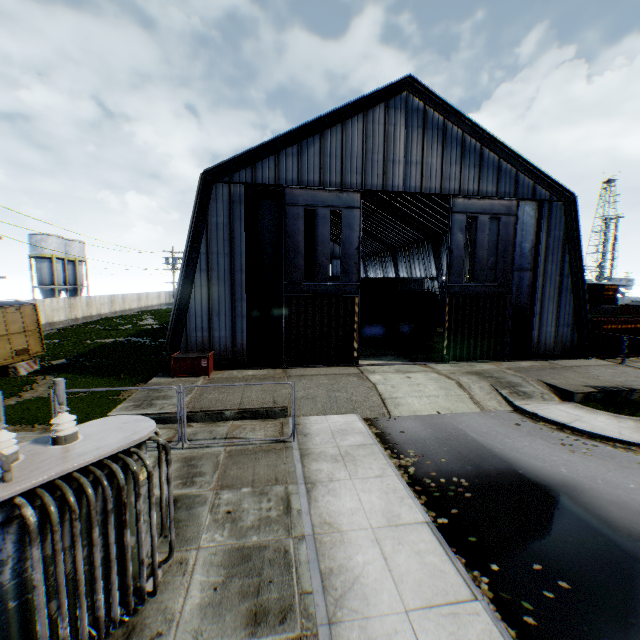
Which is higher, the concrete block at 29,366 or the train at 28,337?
the train at 28,337

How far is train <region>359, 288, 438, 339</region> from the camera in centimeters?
2402cm

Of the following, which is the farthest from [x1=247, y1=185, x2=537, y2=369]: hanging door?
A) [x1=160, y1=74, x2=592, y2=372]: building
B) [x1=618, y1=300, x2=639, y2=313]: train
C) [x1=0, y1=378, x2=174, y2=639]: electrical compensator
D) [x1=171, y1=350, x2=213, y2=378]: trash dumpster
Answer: [x1=618, y1=300, x2=639, y2=313]: train

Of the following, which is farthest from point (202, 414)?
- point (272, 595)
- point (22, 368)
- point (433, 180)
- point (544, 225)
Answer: point (544, 225)

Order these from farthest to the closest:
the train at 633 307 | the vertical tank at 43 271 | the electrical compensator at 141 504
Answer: the vertical tank at 43 271
the train at 633 307
the electrical compensator at 141 504

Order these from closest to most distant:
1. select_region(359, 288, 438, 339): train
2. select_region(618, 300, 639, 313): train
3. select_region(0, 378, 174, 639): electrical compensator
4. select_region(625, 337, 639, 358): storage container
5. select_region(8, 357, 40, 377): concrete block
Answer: select_region(0, 378, 174, 639): electrical compensator → select_region(8, 357, 40, 377): concrete block → select_region(359, 288, 438, 339): train → select_region(625, 337, 639, 358): storage container → select_region(618, 300, 639, 313): train

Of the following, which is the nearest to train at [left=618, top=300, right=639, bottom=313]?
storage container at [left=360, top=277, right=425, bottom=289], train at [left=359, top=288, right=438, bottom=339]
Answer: storage container at [left=360, top=277, right=425, bottom=289]

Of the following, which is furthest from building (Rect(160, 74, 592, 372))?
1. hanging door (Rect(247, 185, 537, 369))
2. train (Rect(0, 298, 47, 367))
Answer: train (Rect(0, 298, 47, 367))
